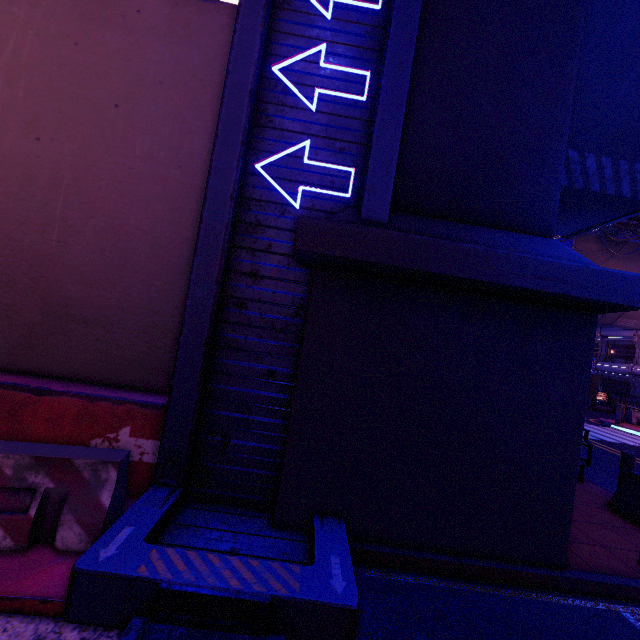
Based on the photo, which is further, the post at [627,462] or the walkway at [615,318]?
the walkway at [615,318]

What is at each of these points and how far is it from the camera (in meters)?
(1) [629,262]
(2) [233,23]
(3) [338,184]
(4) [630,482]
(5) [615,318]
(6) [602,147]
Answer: (1) walkway, 25.31
(2) tunnel, 5.14
(3) tunnel, 4.61
(4) sign, 6.21
(5) walkway, 28.19
(6) walkway, 7.47

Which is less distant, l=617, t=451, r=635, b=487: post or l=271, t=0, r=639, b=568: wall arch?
l=271, t=0, r=639, b=568: wall arch

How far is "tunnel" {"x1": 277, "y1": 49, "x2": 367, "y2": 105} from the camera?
4.6 meters

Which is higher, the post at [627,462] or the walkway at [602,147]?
the walkway at [602,147]

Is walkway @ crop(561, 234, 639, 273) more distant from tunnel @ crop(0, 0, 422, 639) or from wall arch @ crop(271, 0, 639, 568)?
tunnel @ crop(0, 0, 422, 639)

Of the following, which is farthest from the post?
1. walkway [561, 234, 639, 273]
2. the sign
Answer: walkway [561, 234, 639, 273]
